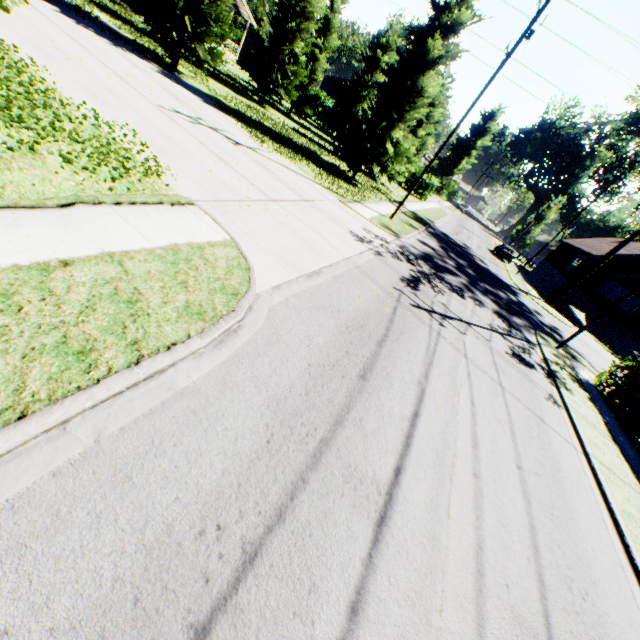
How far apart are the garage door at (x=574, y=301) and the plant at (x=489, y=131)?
39.0m

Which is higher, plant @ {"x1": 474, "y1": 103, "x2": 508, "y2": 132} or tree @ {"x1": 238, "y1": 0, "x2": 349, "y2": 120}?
plant @ {"x1": 474, "y1": 103, "x2": 508, "y2": 132}

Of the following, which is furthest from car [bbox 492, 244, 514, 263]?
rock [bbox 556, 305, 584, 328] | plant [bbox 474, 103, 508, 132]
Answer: plant [bbox 474, 103, 508, 132]

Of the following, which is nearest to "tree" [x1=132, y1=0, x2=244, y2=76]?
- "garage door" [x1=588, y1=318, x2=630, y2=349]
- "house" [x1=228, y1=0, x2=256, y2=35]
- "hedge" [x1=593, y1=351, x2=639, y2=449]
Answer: "house" [x1=228, y1=0, x2=256, y2=35]

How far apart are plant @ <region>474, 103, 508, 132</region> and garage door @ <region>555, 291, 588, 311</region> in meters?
39.0

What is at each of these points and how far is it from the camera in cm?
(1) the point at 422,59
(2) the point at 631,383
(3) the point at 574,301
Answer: (1) tree, 1869
(2) hedge, 1434
(3) garage door, 3750

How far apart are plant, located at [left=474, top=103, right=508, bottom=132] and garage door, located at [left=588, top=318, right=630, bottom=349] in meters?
42.1 m

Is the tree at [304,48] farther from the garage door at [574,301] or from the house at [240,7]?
the garage door at [574,301]
